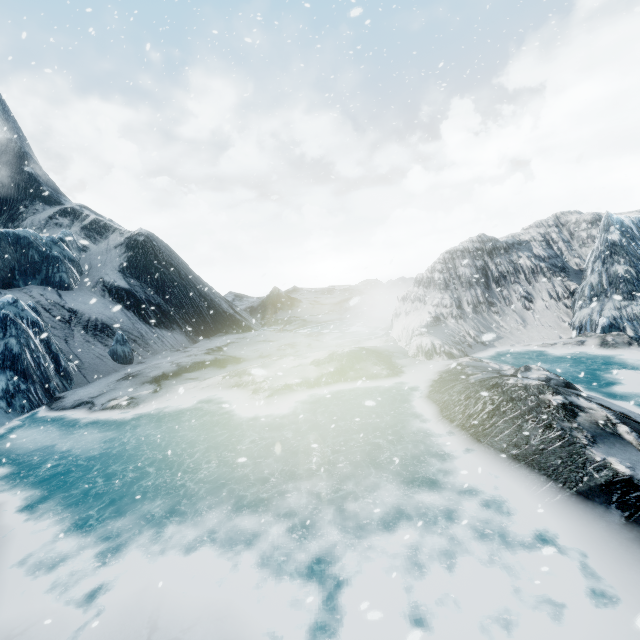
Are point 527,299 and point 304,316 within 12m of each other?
no
